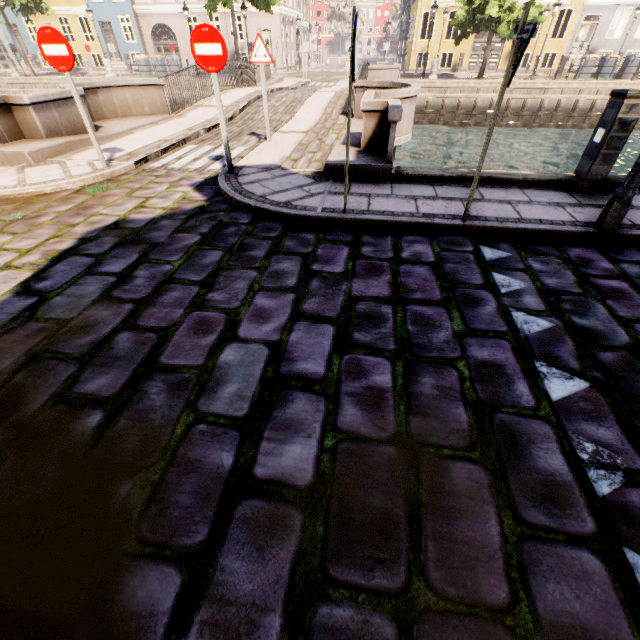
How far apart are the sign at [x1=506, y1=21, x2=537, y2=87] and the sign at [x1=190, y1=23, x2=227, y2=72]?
3.7m

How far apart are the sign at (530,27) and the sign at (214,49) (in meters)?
3.71

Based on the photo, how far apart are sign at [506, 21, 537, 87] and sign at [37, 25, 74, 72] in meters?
6.0 m

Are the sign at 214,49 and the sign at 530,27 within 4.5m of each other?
yes

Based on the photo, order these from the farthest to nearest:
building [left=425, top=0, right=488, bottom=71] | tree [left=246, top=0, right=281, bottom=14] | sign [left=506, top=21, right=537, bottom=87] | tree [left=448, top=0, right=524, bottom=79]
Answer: building [left=425, top=0, right=488, bottom=71] < tree [left=246, top=0, right=281, bottom=14] < tree [left=448, top=0, right=524, bottom=79] < sign [left=506, top=21, right=537, bottom=87]

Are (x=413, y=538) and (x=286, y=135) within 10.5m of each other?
yes

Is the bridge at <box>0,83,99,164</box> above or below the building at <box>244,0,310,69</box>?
below

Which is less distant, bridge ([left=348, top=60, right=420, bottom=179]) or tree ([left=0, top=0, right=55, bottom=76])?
bridge ([left=348, top=60, right=420, bottom=179])
